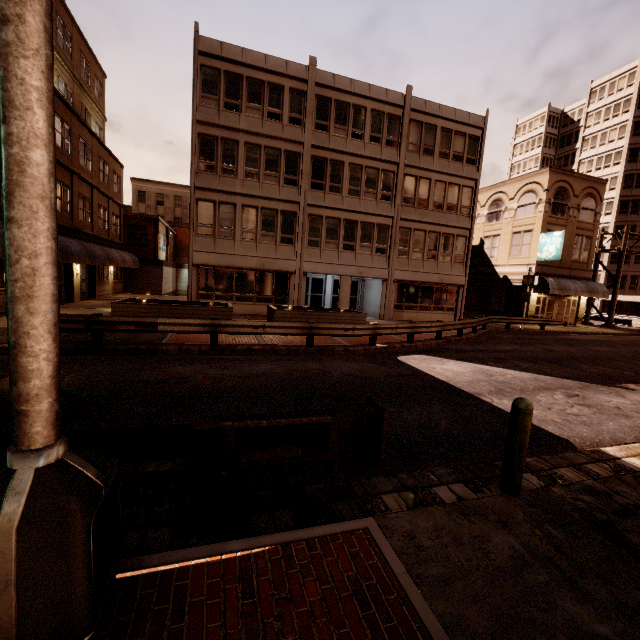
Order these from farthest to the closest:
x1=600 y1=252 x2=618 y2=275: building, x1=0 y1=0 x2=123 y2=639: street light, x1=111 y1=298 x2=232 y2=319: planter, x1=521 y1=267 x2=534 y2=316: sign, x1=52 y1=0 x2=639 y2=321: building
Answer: x1=600 y1=252 x2=618 y2=275: building → x1=521 y1=267 x2=534 y2=316: sign → x1=52 y1=0 x2=639 y2=321: building → x1=111 y1=298 x2=232 y2=319: planter → x1=0 y1=0 x2=123 y2=639: street light

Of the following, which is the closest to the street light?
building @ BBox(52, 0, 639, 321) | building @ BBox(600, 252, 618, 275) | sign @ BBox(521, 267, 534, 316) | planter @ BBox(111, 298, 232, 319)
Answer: planter @ BBox(111, 298, 232, 319)

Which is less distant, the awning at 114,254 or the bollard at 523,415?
the bollard at 523,415

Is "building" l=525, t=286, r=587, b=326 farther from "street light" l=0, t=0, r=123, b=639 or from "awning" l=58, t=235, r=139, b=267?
"street light" l=0, t=0, r=123, b=639

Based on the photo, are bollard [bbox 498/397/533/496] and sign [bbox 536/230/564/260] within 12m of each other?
no

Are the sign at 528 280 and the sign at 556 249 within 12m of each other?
yes

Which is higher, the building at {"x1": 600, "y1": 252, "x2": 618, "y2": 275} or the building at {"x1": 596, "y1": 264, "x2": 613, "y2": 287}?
the building at {"x1": 600, "y1": 252, "x2": 618, "y2": 275}

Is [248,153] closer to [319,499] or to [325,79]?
[325,79]
